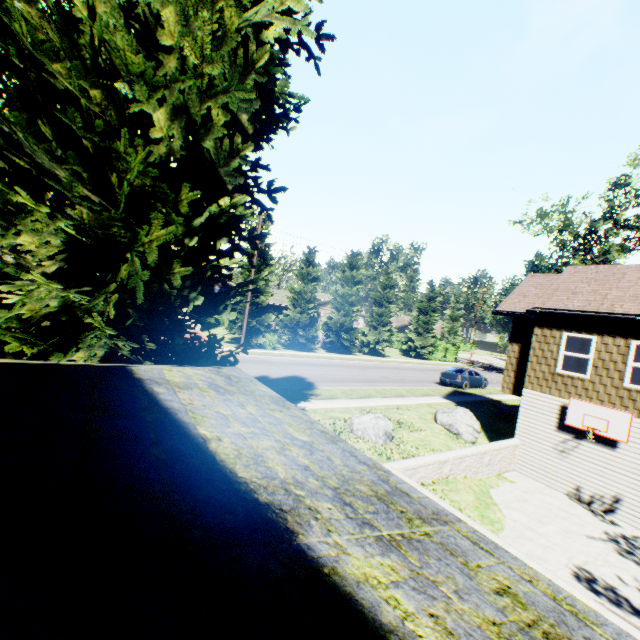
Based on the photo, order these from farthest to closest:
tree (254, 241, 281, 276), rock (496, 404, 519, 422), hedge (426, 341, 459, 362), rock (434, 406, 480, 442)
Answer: hedge (426, 341, 459, 362)
tree (254, 241, 281, 276)
rock (496, 404, 519, 422)
rock (434, 406, 480, 442)

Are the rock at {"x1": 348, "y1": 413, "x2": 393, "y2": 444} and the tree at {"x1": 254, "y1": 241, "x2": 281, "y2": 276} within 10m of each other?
no

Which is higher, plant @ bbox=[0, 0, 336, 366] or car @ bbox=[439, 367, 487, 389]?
plant @ bbox=[0, 0, 336, 366]

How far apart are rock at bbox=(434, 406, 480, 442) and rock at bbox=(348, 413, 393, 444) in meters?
4.0 m

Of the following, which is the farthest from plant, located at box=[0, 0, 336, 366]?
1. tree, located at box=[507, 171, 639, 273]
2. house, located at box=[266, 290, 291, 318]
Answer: house, located at box=[266, 290, 291, 318]

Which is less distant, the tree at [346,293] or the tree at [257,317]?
the tree at [257,317]

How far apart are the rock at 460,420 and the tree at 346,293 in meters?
18.5 m

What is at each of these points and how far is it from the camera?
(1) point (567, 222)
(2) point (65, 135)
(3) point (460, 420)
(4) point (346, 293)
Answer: (1) tree, 32.0m
(2) plant, 4.5m
(3) rock, 15.2m
(4) tree, 35.2m
